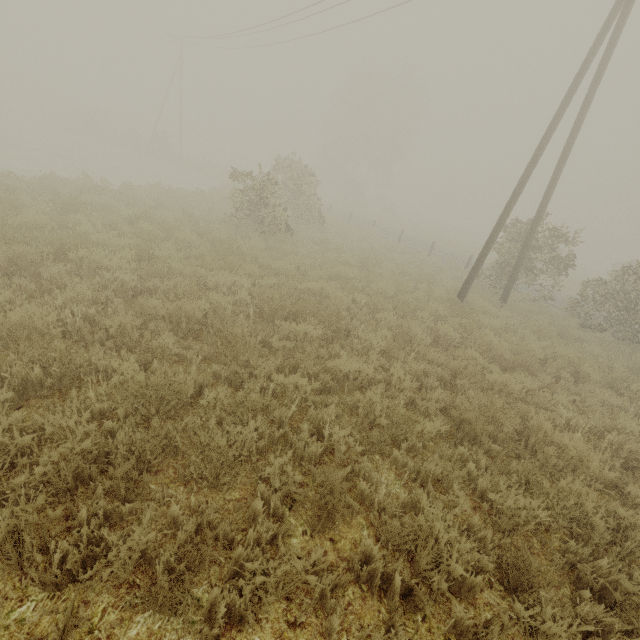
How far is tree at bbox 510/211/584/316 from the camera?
12.61m

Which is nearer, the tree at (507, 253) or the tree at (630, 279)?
the tree at (630, 279)

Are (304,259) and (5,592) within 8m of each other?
no

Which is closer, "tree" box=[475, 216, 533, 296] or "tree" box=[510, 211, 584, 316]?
"tree" box=[510, 211, 584, 316]

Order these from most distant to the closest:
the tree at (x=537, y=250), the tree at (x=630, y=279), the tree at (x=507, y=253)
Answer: the tree at (x=507, y=253), the tree at (x=537, y=250), the tree at (x=630, y=279)
